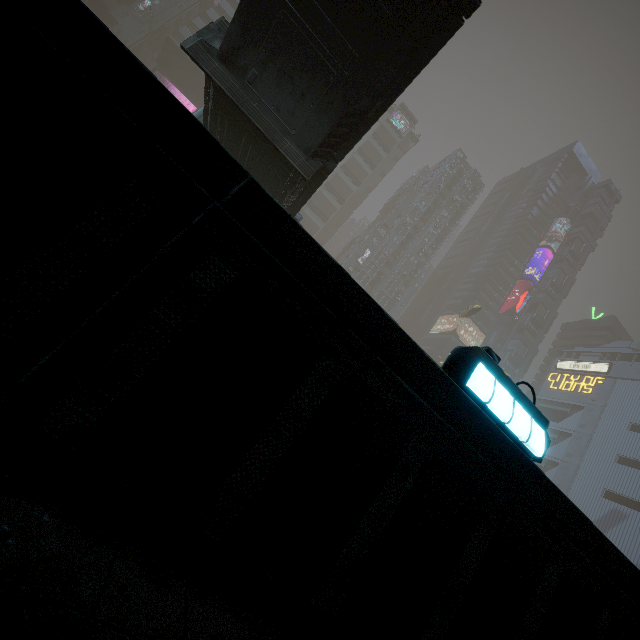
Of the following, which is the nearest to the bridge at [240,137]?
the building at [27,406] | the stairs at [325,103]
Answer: the stairs at [325,103]

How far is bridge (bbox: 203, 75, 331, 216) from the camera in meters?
11.9

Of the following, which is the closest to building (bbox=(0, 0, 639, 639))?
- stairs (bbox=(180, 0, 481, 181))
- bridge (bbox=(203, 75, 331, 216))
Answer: bridge (bbox=(203, 75, 331, 216))

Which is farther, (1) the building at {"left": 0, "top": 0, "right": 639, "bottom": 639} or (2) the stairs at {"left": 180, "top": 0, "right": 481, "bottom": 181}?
(2) the stairs at {"left": 180, "top": 0, "right": 481, "bottom": 181}

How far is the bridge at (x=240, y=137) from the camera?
11.9 meters

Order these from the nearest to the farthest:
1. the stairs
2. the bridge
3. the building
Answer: the building, the stairs, the bridge

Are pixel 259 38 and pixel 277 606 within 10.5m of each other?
no
